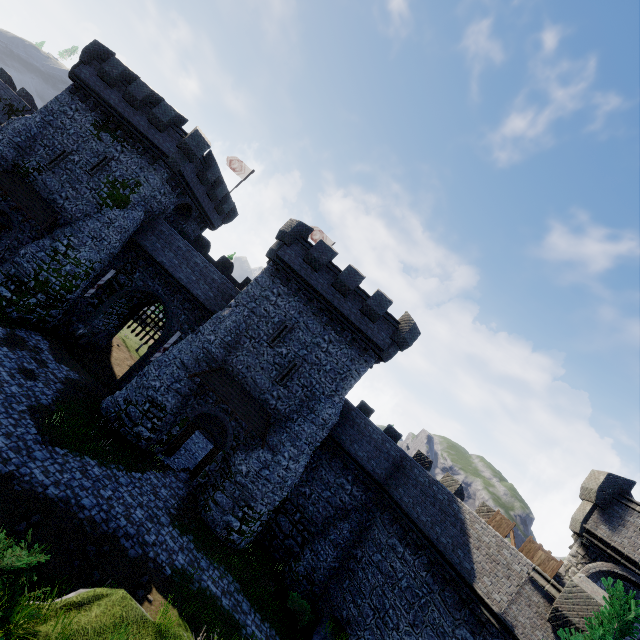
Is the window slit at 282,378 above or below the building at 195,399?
above

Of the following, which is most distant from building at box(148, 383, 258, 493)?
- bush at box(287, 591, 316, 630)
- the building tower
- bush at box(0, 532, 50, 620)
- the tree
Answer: the tree

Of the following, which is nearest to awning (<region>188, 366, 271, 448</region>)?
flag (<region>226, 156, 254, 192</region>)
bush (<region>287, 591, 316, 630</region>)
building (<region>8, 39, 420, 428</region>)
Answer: building (<region>8, 39, 420, 428</region>)

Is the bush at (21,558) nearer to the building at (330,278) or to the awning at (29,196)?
the building at (330,278)

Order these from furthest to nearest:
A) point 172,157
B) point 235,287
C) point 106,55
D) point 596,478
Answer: point 235,287
point 106,55
point 172,157
point 596,478

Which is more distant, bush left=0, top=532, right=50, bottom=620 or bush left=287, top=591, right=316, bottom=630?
bush left=287, top=591, right=316, bottom=630

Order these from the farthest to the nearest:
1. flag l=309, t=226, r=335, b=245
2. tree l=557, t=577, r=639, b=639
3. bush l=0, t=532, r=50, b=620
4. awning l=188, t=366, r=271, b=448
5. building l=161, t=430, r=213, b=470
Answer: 1. flag l=309, t=226, r=335, b=245
2. building l=161, t=430, r=213, b=470
3. awning l=188, t=366, r=271, b=448
4. tree l=557, t=577, r=639, b=639
5. bush l=0, t=532, r=50, b=620

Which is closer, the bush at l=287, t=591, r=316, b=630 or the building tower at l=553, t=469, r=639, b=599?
Answer: the building tower at l=553, t=469, r=639, b=599
